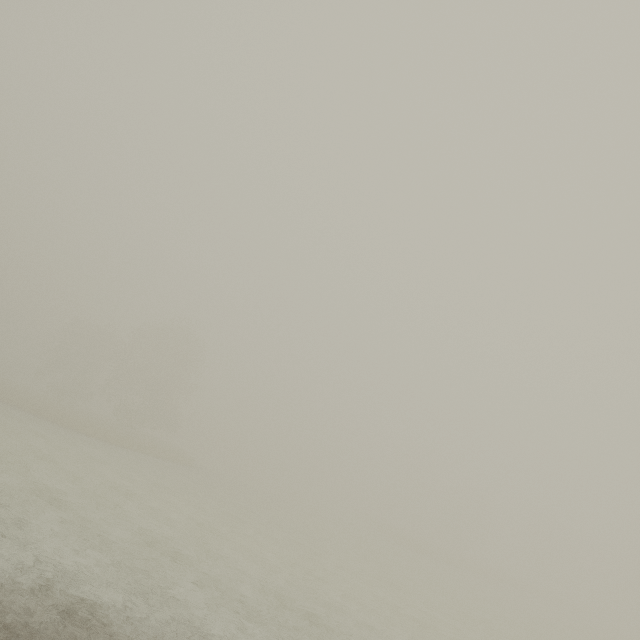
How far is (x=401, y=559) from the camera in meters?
31.5 m
